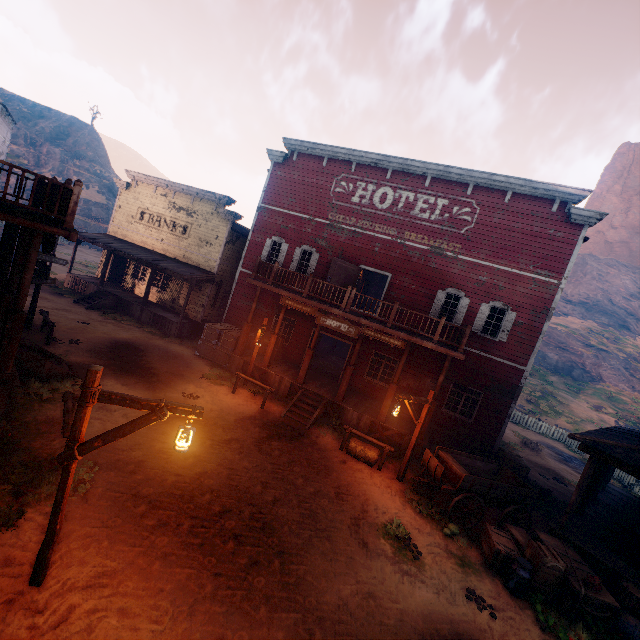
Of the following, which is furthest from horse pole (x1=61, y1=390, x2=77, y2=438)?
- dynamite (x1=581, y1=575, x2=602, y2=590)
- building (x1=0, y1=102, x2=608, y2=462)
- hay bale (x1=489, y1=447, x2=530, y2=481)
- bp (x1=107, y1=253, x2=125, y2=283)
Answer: bp (x1=107, y1=253, x2=125, y2=283)

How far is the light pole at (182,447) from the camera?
4.94m

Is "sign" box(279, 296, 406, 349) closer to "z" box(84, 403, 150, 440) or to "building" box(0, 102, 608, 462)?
"building" box(0, 102, 608, 462)

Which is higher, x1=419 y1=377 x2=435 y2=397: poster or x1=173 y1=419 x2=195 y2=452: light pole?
x1=419 y1=377 x2=435 y2=397: poster

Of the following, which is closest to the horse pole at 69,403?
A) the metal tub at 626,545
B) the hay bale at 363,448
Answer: the hay bale at 363,448

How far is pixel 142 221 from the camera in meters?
22.1

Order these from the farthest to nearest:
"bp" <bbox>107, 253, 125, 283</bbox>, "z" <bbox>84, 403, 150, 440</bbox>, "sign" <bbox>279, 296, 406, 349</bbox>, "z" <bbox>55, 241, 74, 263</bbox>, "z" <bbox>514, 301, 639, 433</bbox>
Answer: "z" <bbox>55, 241, 74, 263</bbox>, "z" <bbox>514, 301, 639, 433</bbox>, "bp" <bbox>107, 253, 125, 283</bbox>, "sign" <bbox>279, 296, 406, 349</bbox>, "z" <bbox>84, 403, 150, 440</bbox>

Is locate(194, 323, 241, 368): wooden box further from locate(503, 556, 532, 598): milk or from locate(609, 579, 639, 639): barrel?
locate(609, 579, 639, 639): barrel
